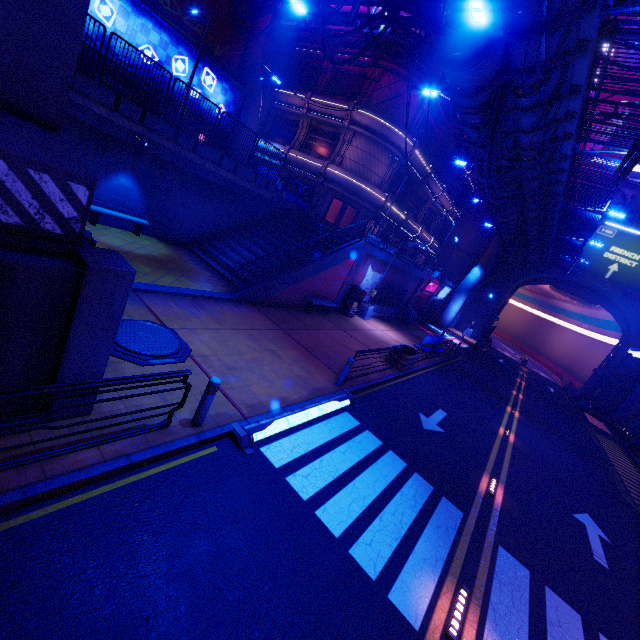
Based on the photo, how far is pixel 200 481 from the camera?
5.5 meters

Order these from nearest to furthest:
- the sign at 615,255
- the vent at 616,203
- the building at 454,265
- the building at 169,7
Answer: the building at 169,7 < the sign at 615,255 < the vent at 616,203 < the building at 454,265

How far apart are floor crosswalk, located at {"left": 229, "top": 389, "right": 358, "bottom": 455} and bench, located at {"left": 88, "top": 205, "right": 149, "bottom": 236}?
11.99m

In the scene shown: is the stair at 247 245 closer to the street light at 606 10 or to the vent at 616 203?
the street light at 606 10

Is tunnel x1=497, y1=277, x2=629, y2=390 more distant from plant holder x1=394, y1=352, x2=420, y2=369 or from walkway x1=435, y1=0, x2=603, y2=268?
plant holder x1=394, y1=352, x2=420, y2=369

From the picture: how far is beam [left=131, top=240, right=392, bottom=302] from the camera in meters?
11.1 m

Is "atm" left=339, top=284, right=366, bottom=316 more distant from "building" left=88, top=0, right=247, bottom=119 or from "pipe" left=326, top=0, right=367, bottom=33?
"building" left=88, top=0, right=247, bottom=119

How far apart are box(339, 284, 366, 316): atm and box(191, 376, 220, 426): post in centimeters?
1477cm
